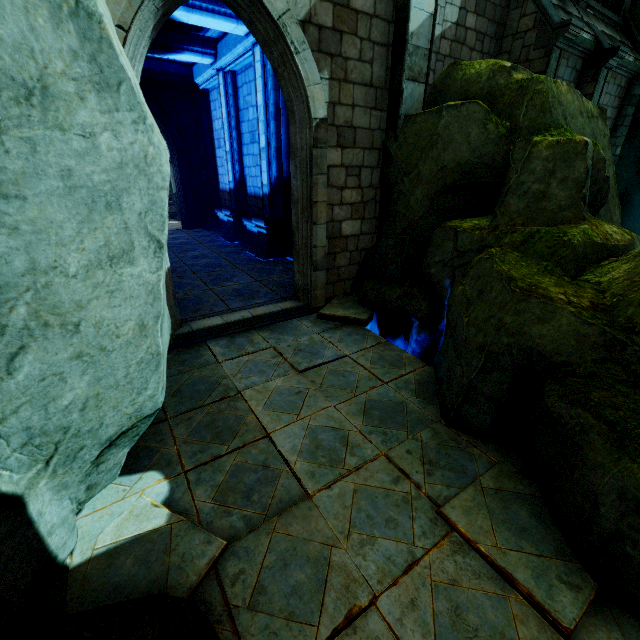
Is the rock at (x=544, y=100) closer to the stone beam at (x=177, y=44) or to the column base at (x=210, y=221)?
the stone beam at (x=177, y=44)

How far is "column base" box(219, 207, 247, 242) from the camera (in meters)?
12.25

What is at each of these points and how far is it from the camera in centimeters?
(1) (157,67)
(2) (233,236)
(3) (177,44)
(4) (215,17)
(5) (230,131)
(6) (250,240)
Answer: (1) stone beam, 1200cm
(2) column base, 1252cm
(3) stone beam, 955cm
(4) stone beam, 749cm
(5) stone column, 1130cm
(6) wall trim, 1211cm

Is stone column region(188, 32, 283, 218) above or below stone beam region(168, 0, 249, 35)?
below

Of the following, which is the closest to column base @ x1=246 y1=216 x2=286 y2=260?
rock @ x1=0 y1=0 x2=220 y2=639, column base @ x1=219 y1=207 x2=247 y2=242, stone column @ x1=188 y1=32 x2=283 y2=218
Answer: stone column @ x1=188 y1=32 x2=283 y2=218

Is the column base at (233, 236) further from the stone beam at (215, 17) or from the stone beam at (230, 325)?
the stone beam at (230, 325)

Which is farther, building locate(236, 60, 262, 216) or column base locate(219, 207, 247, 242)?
column base locate(219, 207, 247, 242)

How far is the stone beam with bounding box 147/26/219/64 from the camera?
9.4 meters
